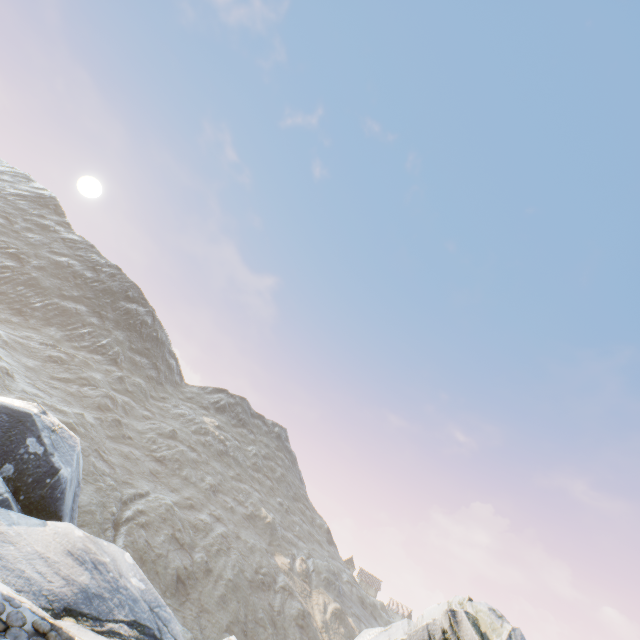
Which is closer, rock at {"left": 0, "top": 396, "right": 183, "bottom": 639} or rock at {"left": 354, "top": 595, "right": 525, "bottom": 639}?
rock at {"left": 354, "top": 595, "right": 525, "bottom": 639}

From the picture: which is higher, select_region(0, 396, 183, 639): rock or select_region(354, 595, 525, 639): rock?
select_region(354, 595, 525, 639): rock

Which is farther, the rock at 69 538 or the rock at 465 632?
the rock at 69 538

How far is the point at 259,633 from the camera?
31.25m

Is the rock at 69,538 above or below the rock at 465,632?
below
